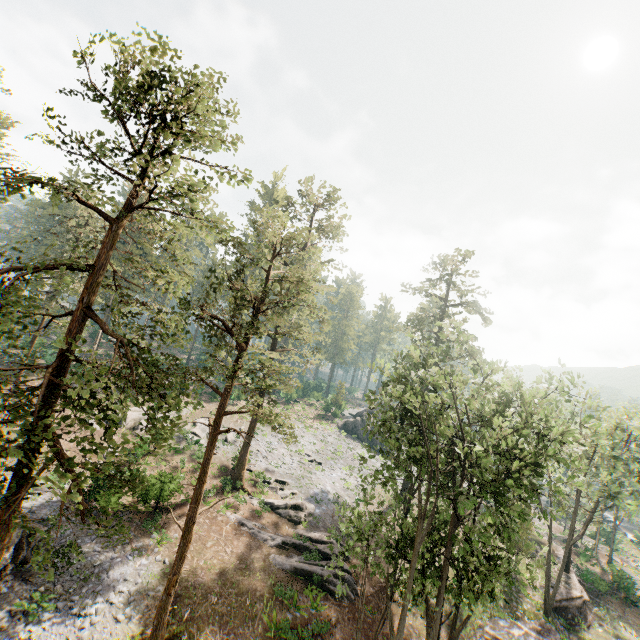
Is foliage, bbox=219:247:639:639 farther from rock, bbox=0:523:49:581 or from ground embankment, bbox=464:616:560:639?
rock, bbox=0:523:49:581

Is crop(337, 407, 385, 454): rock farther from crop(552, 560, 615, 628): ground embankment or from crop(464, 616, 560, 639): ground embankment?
crop(464, 616, 560, 639): ground embankment

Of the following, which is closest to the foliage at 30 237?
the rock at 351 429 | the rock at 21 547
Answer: the rock at 351 429

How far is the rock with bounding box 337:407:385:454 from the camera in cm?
4975

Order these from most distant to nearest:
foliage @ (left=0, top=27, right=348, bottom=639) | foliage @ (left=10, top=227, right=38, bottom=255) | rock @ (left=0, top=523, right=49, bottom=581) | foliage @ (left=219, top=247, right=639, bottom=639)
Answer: rock @ (left=0, top=523, right=49, bottom=581)
foliage @ (left=219, top=247, right=639, bottom=639)
foliage @ (left=10, top=227, right=38, bottom=255)
foliage @ (left=0, top=27, right=348, bottom=639)

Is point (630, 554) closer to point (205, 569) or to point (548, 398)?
point (548, 398)

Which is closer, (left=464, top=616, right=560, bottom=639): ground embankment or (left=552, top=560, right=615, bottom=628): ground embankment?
(left=464, top=616, right=560, bottom=639): ground embankment
